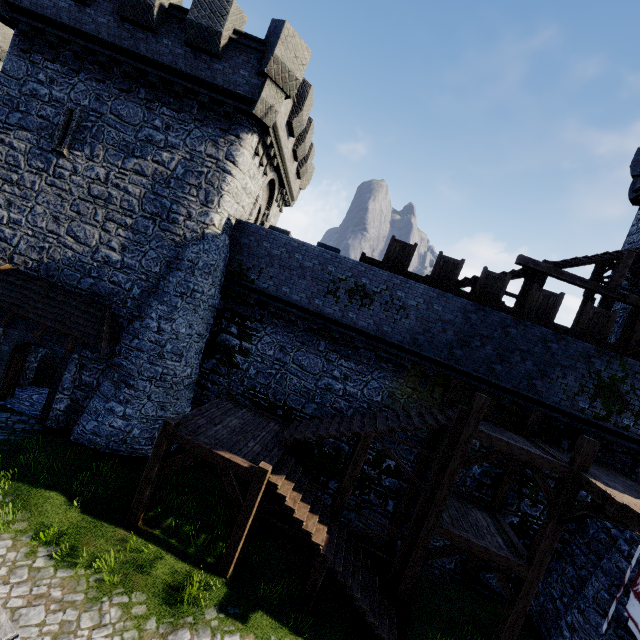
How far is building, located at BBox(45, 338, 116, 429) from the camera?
12.5m

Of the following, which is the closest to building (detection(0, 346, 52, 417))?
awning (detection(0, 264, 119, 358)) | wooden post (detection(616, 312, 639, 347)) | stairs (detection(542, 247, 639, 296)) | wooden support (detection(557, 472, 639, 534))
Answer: awning (detection(0, 264, 119, 358))

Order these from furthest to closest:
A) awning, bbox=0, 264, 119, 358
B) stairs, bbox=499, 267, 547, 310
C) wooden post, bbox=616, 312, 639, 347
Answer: wooden post, bbox=616, 312, 639, 347
stairs, bbox=499, 267, 547, 310
awning, bbox=0, 264, 119, 358

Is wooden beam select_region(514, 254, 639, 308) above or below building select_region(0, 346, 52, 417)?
above

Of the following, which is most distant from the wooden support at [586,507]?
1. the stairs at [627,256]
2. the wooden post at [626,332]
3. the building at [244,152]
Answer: the building at [244,152]

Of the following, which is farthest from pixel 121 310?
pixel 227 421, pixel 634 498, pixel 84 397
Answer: pixel 634 498

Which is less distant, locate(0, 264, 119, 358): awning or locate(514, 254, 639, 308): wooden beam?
locate(0, 264, 119, 358): awning

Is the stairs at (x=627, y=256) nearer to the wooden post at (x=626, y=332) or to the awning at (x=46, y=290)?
the wooden post at (x=626, y=332)
